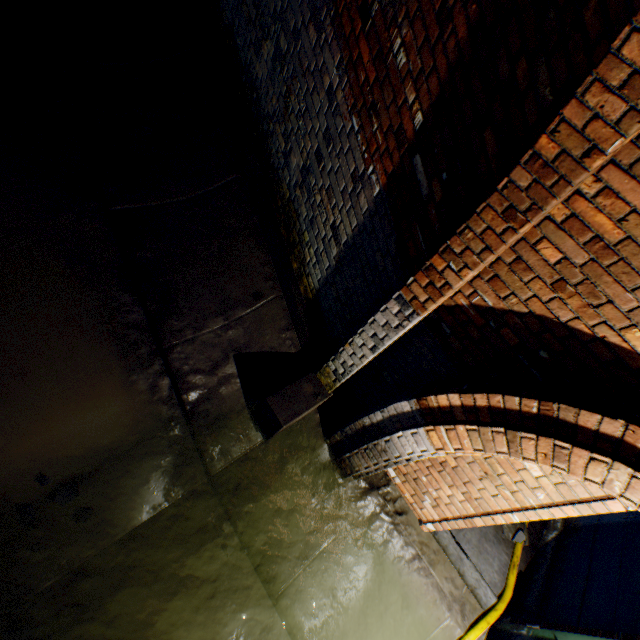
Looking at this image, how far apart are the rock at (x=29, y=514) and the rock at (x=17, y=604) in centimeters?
50cm

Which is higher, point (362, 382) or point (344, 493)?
point (362, 382)

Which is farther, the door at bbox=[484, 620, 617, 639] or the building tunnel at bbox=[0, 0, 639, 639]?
the door at bbox=[484, 620, 617, 639]

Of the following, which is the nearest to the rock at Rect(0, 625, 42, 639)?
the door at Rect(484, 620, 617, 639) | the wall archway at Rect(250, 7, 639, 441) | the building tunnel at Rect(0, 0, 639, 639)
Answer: the building tunnel at Rect(0, 0, 639, 639)

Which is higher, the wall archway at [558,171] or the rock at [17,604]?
the wall archway at [558,171]

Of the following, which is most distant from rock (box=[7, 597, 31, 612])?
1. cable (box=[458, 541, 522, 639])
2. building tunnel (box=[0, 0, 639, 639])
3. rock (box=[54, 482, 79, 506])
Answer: cable (box=[458, 541, 522, 639])

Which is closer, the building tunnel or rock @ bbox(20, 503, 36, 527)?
the building tunnel

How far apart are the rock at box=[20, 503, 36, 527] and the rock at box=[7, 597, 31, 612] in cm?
50
